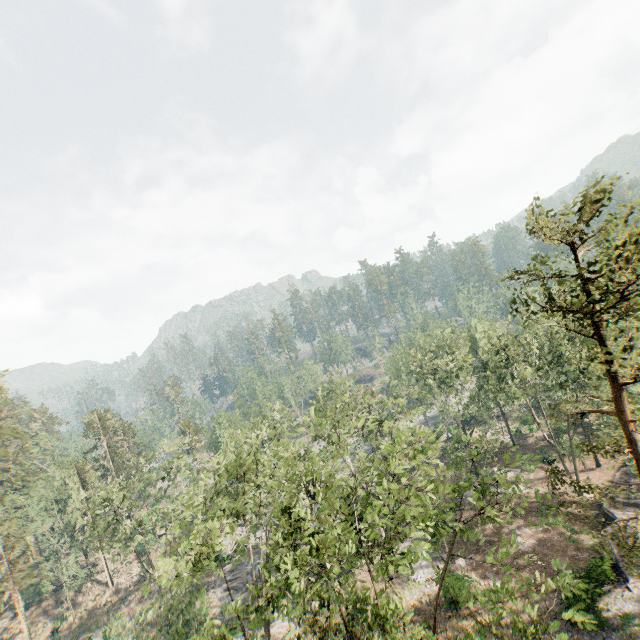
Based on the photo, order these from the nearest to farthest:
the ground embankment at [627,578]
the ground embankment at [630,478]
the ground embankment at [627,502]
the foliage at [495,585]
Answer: the foliage at [495,585]
the ground embankment at [627,578]
the ground embankment at [627,502]
the ground embankment at [630,478]

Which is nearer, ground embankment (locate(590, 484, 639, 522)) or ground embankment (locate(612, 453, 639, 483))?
ground embankment (locate(590, 484, 639, 522))

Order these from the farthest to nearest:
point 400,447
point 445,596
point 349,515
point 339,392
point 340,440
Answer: point 339,392 < point 400,447 < point 445,596 < point 349,515 < point 340,440

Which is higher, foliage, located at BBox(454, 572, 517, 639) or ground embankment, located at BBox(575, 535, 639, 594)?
foliage, located at BBox(454, 572, 517, 639)

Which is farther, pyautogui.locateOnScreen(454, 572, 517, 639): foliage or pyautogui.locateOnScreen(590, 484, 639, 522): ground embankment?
pyautogui.locateOnScreen(590, 484, 639, 522): ground embankment

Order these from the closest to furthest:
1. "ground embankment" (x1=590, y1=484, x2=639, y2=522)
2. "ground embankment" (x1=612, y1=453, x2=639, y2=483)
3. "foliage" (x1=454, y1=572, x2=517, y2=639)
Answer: "foliage" (x1=454, y1=572, x2=517, y2=639)
"ground embankment" (x1=590, y1=484, x2=639, y2=522)
"ground embankment" (x1=612, y1=453, x2=639, y2=483)

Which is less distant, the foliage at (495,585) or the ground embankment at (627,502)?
the foliage at (495,585)
